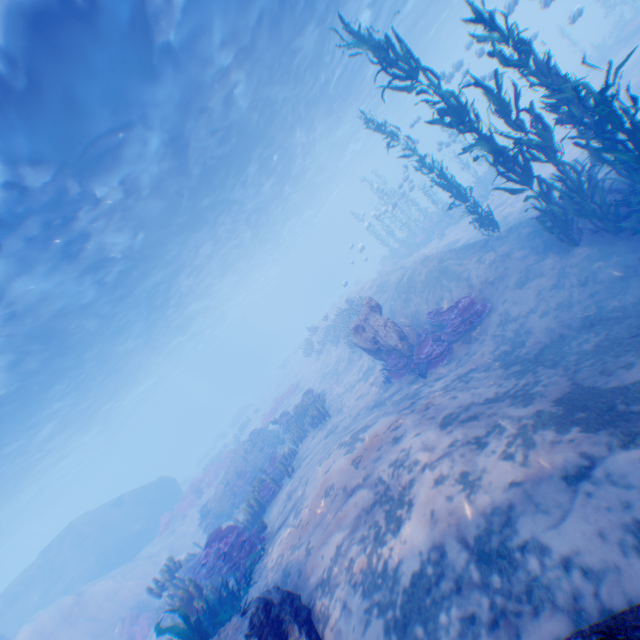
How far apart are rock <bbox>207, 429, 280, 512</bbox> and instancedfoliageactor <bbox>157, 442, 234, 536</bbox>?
6.23m

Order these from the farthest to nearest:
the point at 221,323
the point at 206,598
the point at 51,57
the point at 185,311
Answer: the point at 221,323 → the point at 185,311 → the point at 51,57 → the point at 206,598

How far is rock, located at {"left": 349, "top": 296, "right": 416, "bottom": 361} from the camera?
11.6 meters

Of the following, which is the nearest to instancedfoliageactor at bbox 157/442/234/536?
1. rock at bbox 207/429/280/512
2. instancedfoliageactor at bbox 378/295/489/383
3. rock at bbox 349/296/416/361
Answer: rock at bbox 207/429/280/512

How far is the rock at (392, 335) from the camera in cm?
1162

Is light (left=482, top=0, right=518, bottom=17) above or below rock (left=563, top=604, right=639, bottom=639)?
above

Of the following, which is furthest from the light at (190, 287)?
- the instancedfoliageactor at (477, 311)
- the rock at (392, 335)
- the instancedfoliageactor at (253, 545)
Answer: the instancedfoliageactor at (477, 311)

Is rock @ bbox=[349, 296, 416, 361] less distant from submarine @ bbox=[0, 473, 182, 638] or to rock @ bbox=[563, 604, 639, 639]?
submarine @ bbox=[0, 473, 182, 638]
